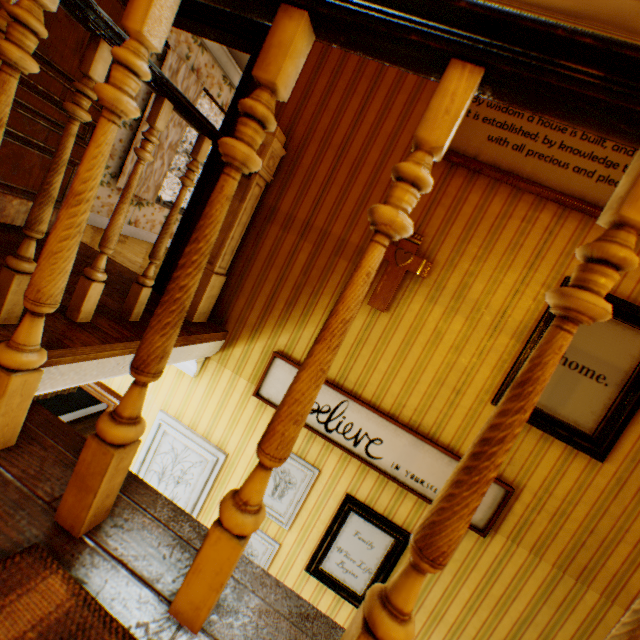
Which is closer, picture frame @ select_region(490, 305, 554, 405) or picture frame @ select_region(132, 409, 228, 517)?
picture frame @ select_region(490, 305, 554, 405)

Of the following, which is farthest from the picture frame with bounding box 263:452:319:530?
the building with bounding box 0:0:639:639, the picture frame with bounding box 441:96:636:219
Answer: the picture frame with bounding box 441:96:636:219

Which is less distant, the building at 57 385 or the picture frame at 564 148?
the building at 57 385

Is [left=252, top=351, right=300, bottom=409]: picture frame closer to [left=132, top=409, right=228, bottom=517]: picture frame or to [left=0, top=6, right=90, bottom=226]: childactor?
[left=132, top=409, right=228, bottom=517]: picture frame

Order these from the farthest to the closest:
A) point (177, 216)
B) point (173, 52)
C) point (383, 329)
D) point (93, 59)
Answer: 1. point (173, 52)
2. point (383, 329)
3. point (177, 216)
4. point (93, 59)

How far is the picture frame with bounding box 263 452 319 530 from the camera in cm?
260

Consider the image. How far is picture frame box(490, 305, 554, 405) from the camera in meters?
2.2

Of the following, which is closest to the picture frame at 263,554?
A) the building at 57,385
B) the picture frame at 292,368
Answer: the building at 57,385
